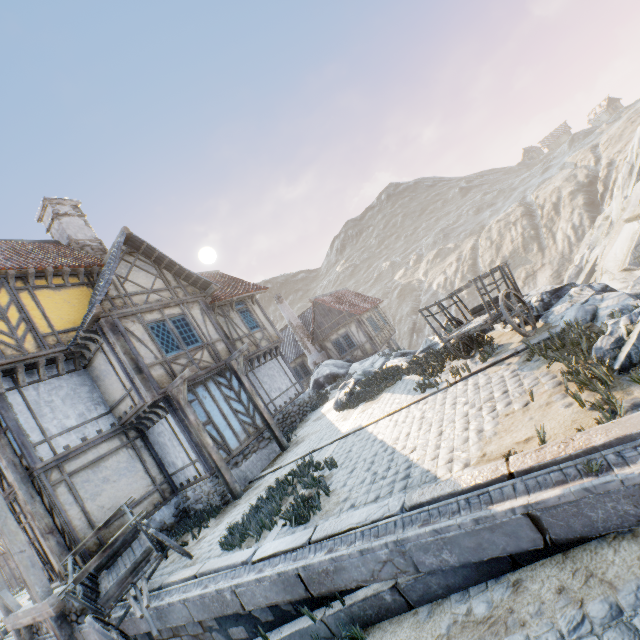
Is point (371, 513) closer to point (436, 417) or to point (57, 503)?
point (436, 417)

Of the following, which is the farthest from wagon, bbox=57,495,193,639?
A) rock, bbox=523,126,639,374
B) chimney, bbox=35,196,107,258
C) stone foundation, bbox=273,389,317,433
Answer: chimney, bbox=35,196,107,258

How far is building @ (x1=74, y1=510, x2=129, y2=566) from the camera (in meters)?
8.54

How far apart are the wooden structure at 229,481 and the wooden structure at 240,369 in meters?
2.3 m

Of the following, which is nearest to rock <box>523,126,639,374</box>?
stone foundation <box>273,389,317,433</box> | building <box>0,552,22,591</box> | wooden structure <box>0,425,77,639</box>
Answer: stone foundation <box>273,389,317,433</box>

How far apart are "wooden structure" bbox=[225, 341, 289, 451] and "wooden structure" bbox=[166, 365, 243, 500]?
2.3 meters

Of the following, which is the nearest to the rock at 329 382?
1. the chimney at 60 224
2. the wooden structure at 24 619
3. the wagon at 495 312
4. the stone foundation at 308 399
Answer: the wagon at 495 312

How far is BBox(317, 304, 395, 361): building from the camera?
23.80m
